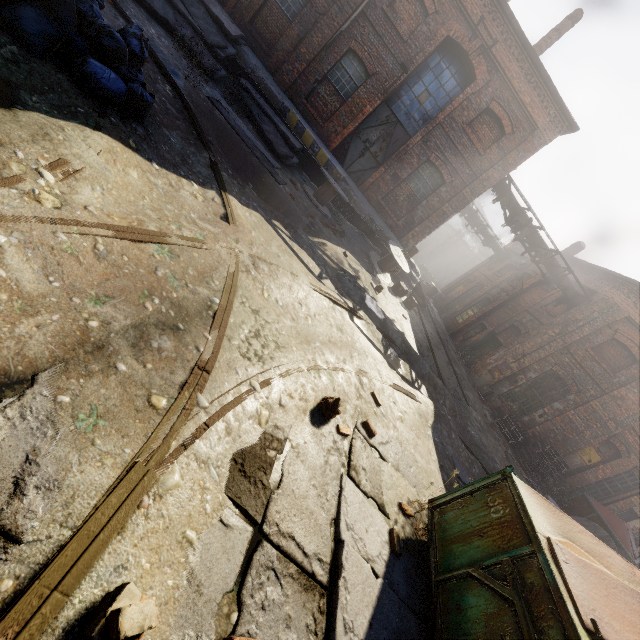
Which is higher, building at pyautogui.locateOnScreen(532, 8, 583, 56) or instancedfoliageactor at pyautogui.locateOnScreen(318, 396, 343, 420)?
building at pyautogui.locateOnScreen(532, 8, 583, 56)

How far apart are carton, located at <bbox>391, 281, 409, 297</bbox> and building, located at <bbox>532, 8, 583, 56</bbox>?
10.6 meters

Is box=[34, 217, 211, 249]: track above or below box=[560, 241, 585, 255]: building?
below

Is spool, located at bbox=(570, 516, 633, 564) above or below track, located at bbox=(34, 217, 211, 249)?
above

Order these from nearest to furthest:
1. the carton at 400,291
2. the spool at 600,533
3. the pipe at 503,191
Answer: the spool at 600,533
the carton at 400,291
the pipe at 503,191

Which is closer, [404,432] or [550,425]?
[404,432]

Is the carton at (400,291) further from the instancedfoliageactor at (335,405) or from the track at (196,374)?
the instancedfoliageactor at (335,405)

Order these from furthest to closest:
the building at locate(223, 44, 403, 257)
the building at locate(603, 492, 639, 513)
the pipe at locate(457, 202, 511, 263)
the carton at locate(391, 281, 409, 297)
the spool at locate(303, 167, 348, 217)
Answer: the pipe at locate(457, 202, 511, 263) → the building at locate(603, 492, 639, 513) → the carton at locate(391, 281, 409, 297) → the building at locate(223, 44, 403, 257) → the spool at locate(303, 167, 348, 217)
